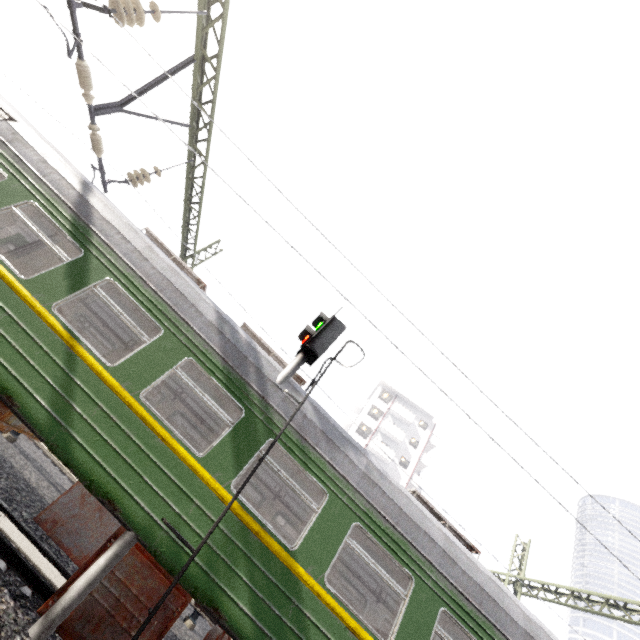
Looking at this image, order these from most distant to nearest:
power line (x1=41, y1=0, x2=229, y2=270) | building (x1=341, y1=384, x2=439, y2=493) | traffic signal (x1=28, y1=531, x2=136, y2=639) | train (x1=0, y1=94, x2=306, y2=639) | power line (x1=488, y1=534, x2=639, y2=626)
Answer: building (x1=341, y1=384, x2=439, y2=493), power line (x1=488, y1=534, x2=639, y2=626), power line (x1=41, y1=0, x2=229, y2=270), train (x1=0, y1=94, x2=306, y2=639), traffic signal (x1=28, y1=531, x2=136, y2=639)

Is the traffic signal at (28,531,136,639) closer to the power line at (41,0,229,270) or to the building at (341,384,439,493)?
the power line at (41,0,229,270)

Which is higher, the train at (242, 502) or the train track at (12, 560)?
the train at (242, 502)

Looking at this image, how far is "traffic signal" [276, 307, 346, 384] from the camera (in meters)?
5.85

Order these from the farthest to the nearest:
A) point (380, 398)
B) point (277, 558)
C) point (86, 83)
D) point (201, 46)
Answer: point (380, 398) → point (201, 46) → point (86, 83) → point (277, 558)

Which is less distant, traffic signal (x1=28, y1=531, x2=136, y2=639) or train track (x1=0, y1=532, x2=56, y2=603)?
traffic signal (x1=28, y1=531, x2=136, y2=639)

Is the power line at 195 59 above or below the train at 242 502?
above

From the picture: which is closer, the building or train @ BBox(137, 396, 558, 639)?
train @ BBox(137, 396, 558, 639)
